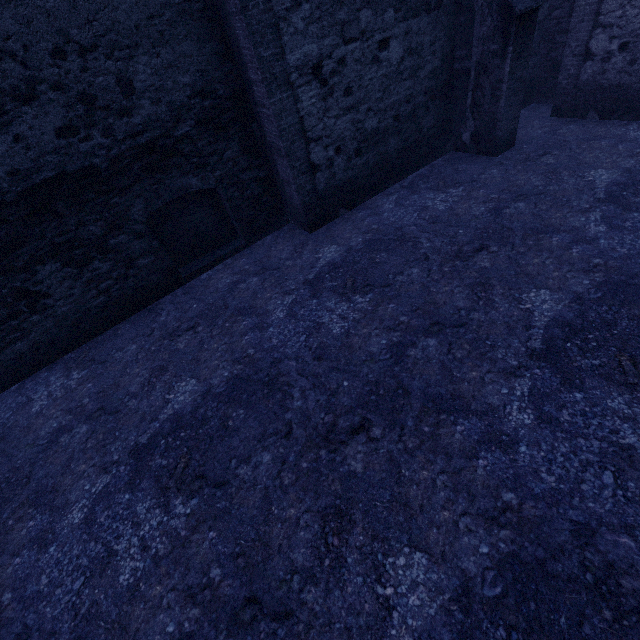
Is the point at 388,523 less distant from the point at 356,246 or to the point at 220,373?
the point at 220,373
